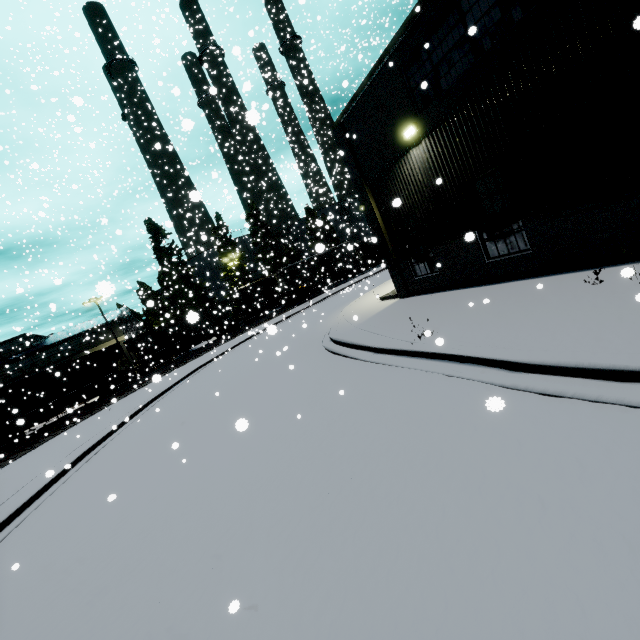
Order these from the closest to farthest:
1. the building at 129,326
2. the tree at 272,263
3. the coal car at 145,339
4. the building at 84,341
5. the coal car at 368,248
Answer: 1. the coal car at 145,339
2. the building at 84,341
3. the coal car at 368,248
4. the building at 129,326
5. the tree at 272,263

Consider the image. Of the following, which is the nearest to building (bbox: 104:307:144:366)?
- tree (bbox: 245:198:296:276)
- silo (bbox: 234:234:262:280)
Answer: silo (bbox: 234:234:262:280)

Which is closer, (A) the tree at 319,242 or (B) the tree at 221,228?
(A) the tree at 319,242

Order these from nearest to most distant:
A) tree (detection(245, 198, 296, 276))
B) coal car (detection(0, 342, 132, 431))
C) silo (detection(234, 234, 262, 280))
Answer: coal car (detection(0, 342, 132, 431)), tree (detection(245, 198, 296, 276)), silo (detection(234, 234, 262, 280))

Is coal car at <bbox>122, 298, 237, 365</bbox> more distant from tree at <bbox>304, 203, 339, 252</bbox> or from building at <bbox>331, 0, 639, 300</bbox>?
tree at <bbox>304, 203, 339, 252</bbox>

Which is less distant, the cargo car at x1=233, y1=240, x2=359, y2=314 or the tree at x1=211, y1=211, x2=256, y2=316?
the cargo car at x1=233, y1=240, x2=359, y2=314

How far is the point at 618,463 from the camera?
3.0 meters

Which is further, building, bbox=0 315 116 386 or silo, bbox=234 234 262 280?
silo, bbox=234 234 262 280
